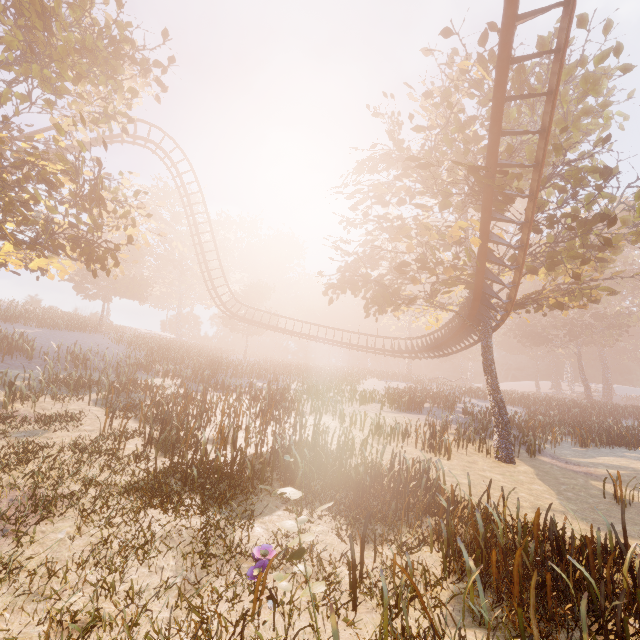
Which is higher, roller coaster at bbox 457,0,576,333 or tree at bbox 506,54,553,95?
tree at bbox 506,54,553,95

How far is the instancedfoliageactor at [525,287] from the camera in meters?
48.0 m

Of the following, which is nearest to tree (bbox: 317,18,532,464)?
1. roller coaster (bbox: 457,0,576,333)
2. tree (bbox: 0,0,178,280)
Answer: roller coaster (bbox: 457,0,576,333)

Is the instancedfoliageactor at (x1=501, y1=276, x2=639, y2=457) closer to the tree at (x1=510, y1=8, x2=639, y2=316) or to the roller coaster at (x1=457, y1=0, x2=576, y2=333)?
the tree at (x1=510, y1=8, x2=639, y2=316)

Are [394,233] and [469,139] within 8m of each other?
yes

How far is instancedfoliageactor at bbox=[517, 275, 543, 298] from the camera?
48.0 meters

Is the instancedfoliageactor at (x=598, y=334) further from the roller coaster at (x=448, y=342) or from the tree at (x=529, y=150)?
the roller coaster at (x=448, y=342)

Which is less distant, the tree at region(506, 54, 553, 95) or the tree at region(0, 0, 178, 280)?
the tree at region(0, 0, 178, 280)
